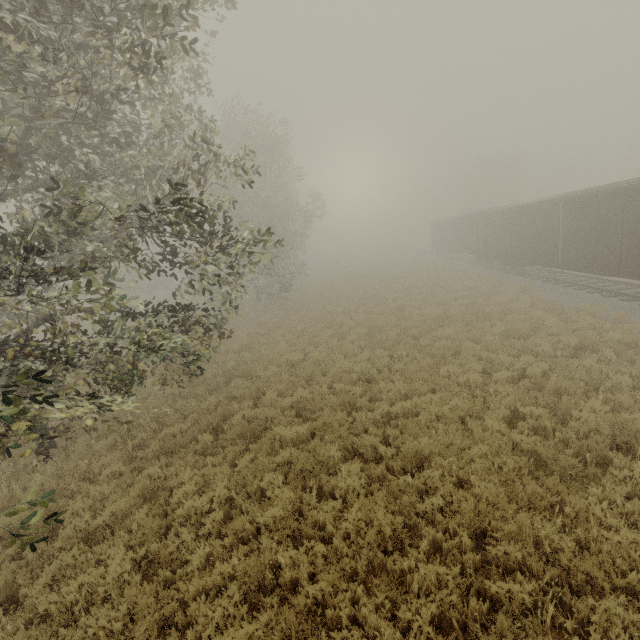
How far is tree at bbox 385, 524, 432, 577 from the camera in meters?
4.8 m

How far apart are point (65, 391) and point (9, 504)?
3.21m

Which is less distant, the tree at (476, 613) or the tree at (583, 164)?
the tree at (476, 613)

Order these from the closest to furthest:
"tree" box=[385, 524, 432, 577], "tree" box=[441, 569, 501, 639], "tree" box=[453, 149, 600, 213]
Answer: "tree" box=[441, 569, 501, 639], "tree" box=[385, 524, 432, 577], "tree" box=[453, 149, 600, 213]

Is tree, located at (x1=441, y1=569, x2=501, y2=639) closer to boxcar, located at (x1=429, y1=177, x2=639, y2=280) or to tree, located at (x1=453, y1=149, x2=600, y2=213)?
boxcar, located at (x1=429, y1=177, x2=639, y2=280)

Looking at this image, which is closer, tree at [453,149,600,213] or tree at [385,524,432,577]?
tree at [385,524,432,577]

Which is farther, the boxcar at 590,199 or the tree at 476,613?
the boxcar at 590,199

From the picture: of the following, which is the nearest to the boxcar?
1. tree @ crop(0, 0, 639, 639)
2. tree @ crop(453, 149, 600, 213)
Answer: tree @ crop(453, 149, 600, 213)
